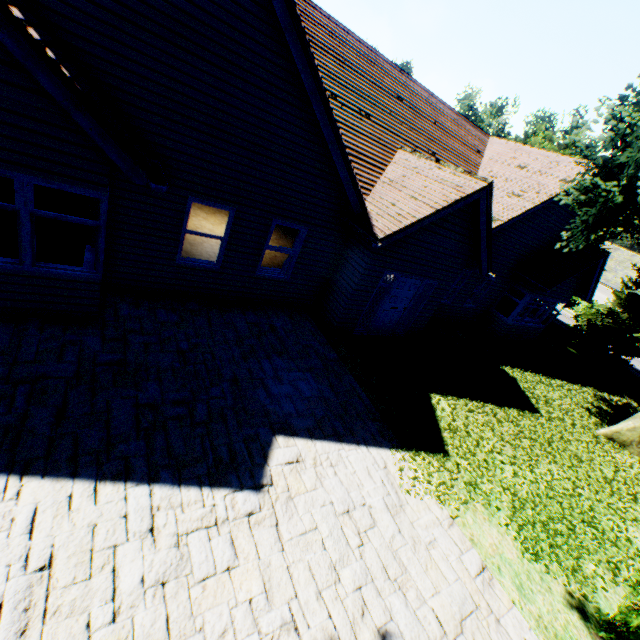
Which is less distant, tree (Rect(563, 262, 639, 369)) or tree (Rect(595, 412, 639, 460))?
tree (Rect(595, 412, 639, 460))

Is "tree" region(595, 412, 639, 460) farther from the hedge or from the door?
the door

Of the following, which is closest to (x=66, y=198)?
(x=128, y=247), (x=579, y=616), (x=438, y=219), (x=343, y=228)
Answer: (x=128, y=247)

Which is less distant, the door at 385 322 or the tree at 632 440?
the door at 385 322

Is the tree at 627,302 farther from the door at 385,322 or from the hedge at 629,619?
the door at 385,322

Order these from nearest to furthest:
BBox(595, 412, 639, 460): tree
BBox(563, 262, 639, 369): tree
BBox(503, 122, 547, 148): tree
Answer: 1. BBox(595, 412, 639, 460): tree
2. BBox(563, 262, 639, 369): tree
3. BBox(503, 122, 547, 148): tree

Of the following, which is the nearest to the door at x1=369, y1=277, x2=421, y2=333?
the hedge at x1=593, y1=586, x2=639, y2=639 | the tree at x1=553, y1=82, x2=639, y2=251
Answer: the tree at x1=553, y1=82, x2=639, y2=251
